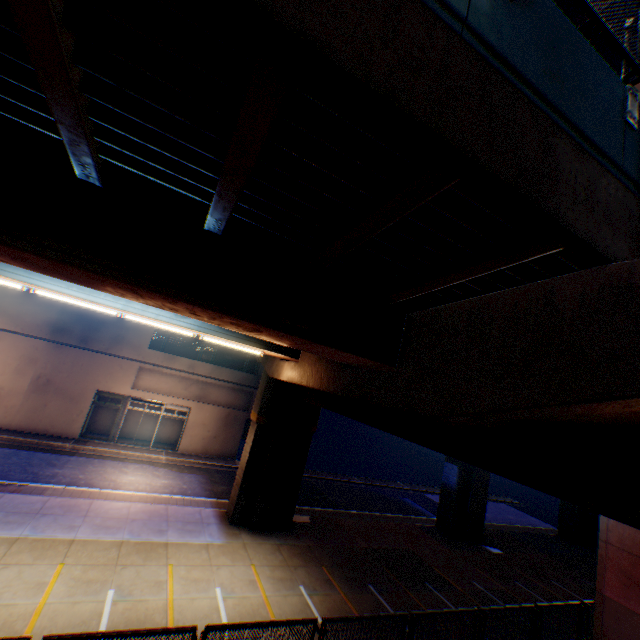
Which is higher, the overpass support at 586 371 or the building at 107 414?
the overpass support at 586 371

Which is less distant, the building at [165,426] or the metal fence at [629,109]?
the metal fence at [629,109]

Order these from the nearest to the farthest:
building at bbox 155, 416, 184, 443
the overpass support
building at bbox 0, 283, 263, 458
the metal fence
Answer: the overpass support → the metal fence → building at bbox 0, 283, 263, 458 → building at bbox 155, 416, 184, 443

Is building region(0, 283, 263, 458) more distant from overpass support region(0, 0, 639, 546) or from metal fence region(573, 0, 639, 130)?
metal fence region(573, 0, 639, 130)

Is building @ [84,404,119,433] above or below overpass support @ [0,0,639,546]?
below

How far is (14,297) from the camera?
20.6m

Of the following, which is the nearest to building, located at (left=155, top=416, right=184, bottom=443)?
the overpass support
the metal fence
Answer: the overpass support

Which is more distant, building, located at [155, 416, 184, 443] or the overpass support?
building, located at [155, 416, 184, 443]
